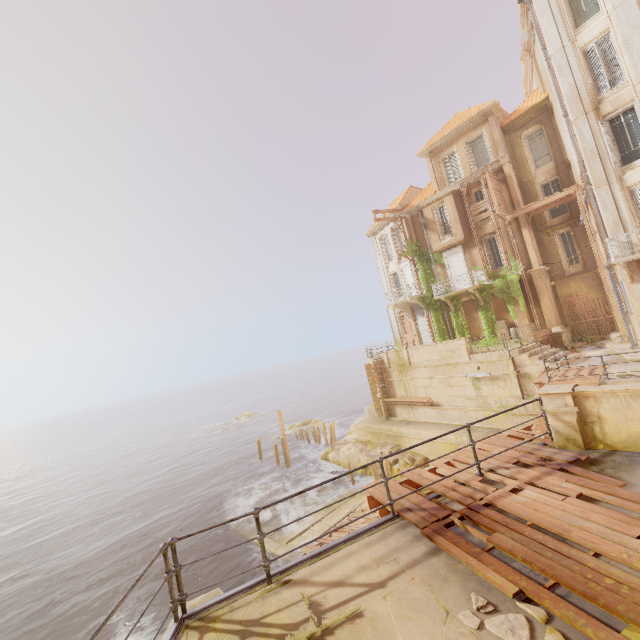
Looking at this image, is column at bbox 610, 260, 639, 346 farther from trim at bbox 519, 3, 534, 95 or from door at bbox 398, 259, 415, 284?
door at bbox 398, 259, 415, 284

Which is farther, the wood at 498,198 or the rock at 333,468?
the rock at 333,468

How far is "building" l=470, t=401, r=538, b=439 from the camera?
17.22m

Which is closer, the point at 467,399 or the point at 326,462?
the point at 467,399

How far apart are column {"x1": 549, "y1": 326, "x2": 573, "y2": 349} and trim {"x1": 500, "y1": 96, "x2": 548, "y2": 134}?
14.8m

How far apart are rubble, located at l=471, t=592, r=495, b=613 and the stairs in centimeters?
1661cm

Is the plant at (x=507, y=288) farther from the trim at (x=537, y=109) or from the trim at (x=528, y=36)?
the trim at (x=528, y=36)

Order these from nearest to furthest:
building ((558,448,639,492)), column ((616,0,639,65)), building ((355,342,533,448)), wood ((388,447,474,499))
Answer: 1. building ((558,448,639,492))
2. wood ((388,447,474,499))
3. column ((616,0,639,65))
4. building ((355,342,533,448))
